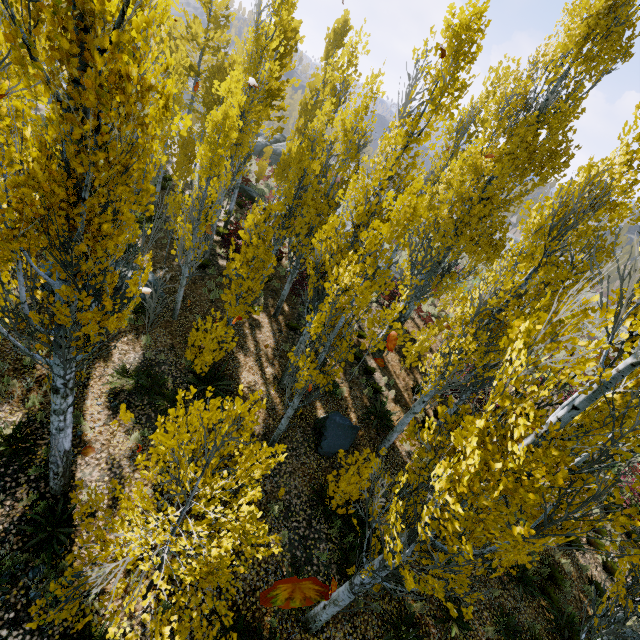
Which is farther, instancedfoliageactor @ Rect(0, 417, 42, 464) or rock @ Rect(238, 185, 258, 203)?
rock @ Rect(238, 185, 258, 203)

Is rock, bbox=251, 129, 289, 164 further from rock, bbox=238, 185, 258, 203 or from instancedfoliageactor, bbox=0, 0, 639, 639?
rock, bbox=238, 185, 258, 203

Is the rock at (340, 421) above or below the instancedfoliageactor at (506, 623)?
above

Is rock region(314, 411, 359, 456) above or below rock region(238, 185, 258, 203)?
below

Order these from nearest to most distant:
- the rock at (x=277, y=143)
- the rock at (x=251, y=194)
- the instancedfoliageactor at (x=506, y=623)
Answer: the instancedfoliageactor at (x=506, y=623), the rock at (x=251, y=194), the rock at (x=277, y=143)

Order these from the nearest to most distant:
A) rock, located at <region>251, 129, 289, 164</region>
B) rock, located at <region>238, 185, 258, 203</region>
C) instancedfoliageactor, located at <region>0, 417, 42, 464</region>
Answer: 1. instancedfoliageactor, located at <region>0, 417, 42, 464</region>
2. rock, located at <region>238, 185, 258, 203</region>
3. rock, located at <region>251, 129, 289, 164</region>

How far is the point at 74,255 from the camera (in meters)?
4.10
